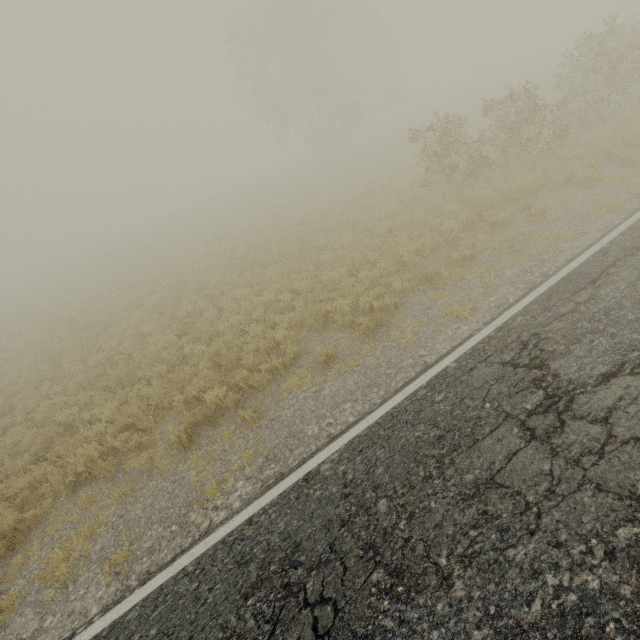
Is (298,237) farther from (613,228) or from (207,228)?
(207,228)
